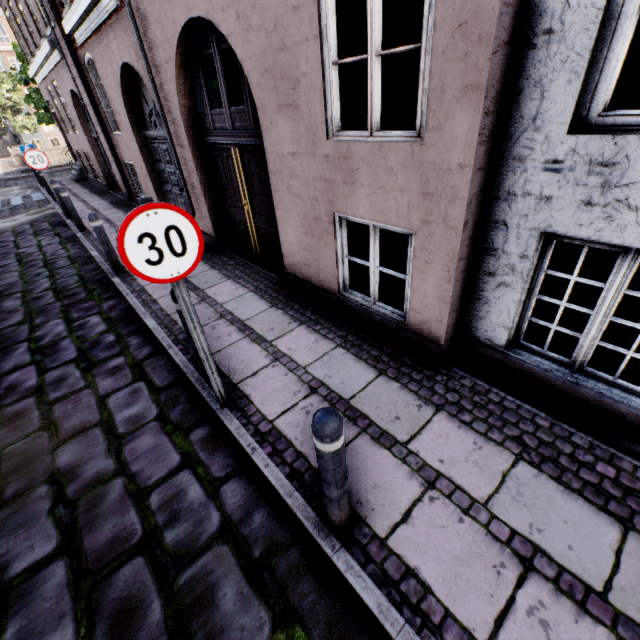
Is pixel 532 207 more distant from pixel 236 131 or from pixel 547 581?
pixel 236 131

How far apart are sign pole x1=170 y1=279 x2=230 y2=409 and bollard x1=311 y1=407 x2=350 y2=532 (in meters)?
1.40

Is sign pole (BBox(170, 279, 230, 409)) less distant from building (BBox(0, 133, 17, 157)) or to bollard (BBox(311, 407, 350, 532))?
bollard (BBox(311, 407, 350, 532))

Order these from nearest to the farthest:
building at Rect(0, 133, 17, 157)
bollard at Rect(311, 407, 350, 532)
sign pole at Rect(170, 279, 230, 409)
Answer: → bollard at Rect(311, 407, 350, 532), sign pole at Rect(170, 279, 230, 409), building at Rect(0, 133, 17, 157)

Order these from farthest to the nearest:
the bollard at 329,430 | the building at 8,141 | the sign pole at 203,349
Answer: the building at 8,141 → the sign pole at 203,349 → the bollard at 329,430

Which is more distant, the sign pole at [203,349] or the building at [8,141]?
the building at [8,141]

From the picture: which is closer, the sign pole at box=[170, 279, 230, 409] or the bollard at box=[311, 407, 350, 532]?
the bollard at box=[311, 407, 350, 532]

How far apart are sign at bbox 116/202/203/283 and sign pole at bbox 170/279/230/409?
0.03m
